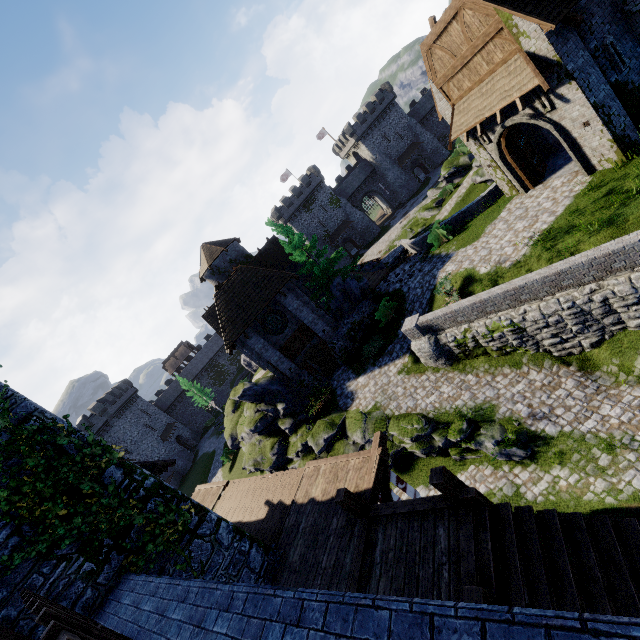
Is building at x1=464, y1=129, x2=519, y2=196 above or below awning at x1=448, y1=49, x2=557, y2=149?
below

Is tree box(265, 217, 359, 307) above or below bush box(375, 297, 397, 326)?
above

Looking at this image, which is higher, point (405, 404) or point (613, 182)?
point (613, 182)

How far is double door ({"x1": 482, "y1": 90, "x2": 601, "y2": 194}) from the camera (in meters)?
13.27

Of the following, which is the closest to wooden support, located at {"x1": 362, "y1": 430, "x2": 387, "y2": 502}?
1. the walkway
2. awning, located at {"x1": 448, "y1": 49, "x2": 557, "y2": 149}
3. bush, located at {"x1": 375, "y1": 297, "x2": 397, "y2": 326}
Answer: the walkway

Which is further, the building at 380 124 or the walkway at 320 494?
the building at 380 124

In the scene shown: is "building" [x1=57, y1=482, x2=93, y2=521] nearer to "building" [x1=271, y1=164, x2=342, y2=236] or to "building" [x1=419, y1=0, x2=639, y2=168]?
"building" [x1=419, y1=0, x2=639, y2=168]

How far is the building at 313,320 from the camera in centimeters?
2267cm
